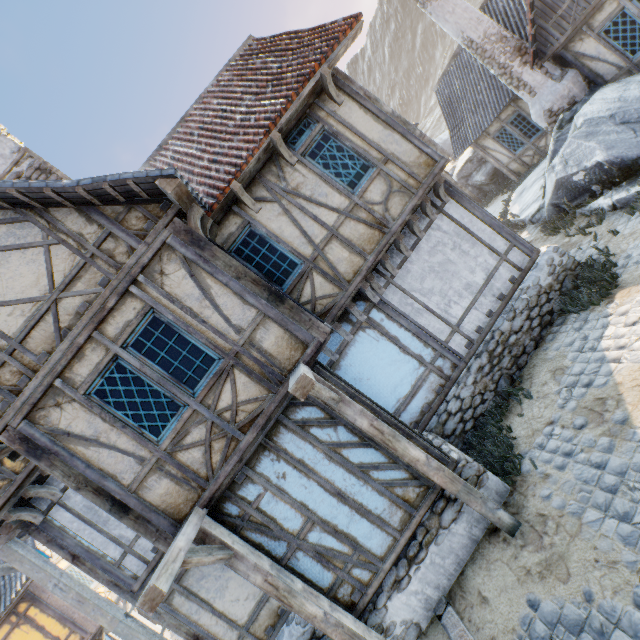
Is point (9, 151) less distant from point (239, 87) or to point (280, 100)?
point (239, 87)

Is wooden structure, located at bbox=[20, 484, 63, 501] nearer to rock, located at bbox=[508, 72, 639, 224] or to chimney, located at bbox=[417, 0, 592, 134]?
rock, located at bbox=[508, 72, 639, 224]

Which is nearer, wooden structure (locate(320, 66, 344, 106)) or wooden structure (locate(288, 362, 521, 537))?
wooden structure (locate(288, 362, 521, 537))

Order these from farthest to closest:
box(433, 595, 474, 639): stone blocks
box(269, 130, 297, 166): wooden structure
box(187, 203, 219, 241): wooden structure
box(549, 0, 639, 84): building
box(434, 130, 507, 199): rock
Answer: box(434, 130, 507, 199): rock < box(549, 0, 639, 84): building < box(269, 130, 297, 166): wooden structure < box(187, 203, 219, 241): wooden structure < box(433, 595, 474, 639): stone blocks

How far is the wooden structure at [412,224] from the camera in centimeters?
664cm

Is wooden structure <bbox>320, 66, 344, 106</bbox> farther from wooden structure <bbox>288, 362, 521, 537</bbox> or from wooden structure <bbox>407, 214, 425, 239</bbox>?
wooden structure <bbox>288, 362, 521, 537</bbox>

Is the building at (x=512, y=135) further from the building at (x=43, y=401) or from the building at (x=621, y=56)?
the building at (x=43, y=401)

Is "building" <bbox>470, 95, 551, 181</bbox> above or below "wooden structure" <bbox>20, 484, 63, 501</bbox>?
below
